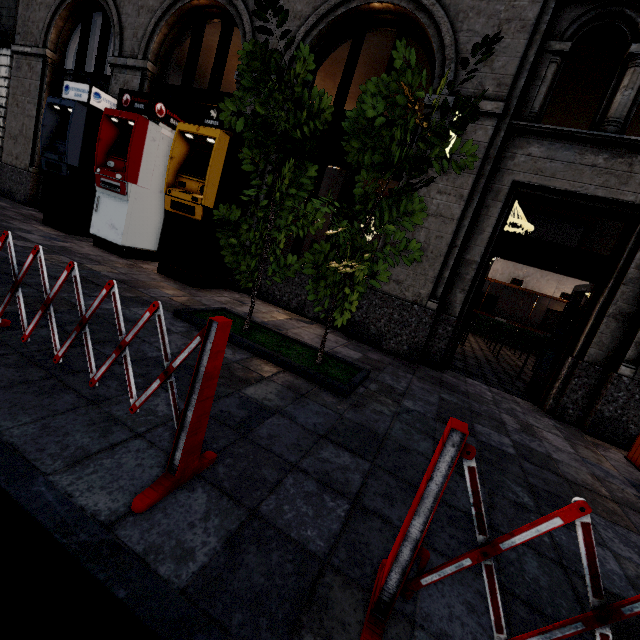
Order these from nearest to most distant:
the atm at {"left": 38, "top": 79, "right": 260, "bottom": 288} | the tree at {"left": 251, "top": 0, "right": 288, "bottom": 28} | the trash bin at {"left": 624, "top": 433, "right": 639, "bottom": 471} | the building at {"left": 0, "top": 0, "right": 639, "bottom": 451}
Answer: the tree at {"left": 251, "top": 0, "right": 288, "bottom": 28}
the trash bin at {"left": 624, "top": 433, "right": 639, "bottom": 471}
the building at {"left": 0, "top": 0, "right": 639, "bottom": 451}
the atm at {"left": 38, "top": 79, "right": 260, "bottom": 288}

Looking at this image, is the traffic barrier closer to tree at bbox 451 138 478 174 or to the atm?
tree at bbox 451 138 478 174

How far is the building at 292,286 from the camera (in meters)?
6.50

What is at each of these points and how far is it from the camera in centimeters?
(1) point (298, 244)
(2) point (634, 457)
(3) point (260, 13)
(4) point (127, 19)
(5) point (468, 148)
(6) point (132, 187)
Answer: (1) building, 676cm
(2) trash bin, 417cm
(3) tree, 271cm
(4) building, 769cm
(5) tree, 304cm
(6) atm, 639cm

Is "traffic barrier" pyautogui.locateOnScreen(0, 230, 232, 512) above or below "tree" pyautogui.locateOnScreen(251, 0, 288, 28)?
below

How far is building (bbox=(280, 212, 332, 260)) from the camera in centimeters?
670cm

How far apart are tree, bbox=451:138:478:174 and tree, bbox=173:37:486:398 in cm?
20

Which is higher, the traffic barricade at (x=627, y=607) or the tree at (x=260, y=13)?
the tree at (x=260, y=13)
